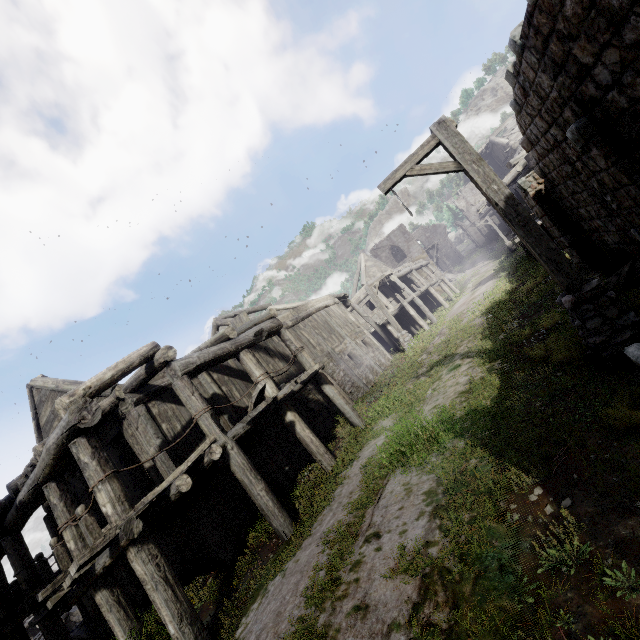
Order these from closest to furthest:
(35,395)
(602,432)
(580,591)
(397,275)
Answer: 1. (580,591)
2. (602,432)
3. (35,395)
4. (397,275)

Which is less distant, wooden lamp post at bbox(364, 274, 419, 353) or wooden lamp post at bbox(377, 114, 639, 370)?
wooden lamp post at bbox(377, 114, 639, 370)

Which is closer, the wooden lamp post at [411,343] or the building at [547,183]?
the building at [547,183]

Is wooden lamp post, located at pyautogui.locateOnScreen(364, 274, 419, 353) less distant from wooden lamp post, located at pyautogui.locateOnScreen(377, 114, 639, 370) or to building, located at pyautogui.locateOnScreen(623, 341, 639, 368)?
building, located at pyautogui.locateOnScreen(623, 341, 639, 368)

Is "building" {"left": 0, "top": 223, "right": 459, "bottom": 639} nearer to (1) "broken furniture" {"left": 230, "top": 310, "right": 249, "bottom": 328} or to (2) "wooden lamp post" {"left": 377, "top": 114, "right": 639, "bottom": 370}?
(1) "broken furniture" {"left": 230, "top": 310, "right": 249, "bottom": 328}

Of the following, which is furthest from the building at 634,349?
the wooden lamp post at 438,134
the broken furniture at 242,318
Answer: the wooden lamp post at 438,134

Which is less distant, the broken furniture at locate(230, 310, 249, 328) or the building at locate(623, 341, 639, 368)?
the building at locate(623, 341, 639, 368)

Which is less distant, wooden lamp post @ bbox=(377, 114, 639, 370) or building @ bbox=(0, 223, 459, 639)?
wooden lamp post @ bbox=(377, 114, 639, 370)
